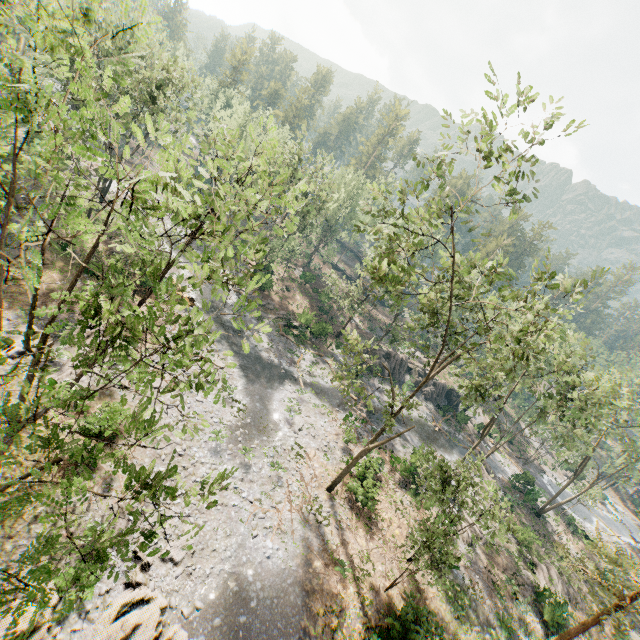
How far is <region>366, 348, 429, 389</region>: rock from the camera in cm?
4469

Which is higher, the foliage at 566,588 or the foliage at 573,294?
the foliage at 573,294

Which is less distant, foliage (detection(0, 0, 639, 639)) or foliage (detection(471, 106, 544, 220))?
foliage (detection(0, 0, 639, 639))

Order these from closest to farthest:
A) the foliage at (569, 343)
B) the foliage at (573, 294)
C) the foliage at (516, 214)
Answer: the foliage at (569, 343) < the foliage at (516, 214) < the foliage at (573, 294)

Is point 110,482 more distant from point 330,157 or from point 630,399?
point 330,157

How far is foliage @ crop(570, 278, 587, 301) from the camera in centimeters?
1452cm

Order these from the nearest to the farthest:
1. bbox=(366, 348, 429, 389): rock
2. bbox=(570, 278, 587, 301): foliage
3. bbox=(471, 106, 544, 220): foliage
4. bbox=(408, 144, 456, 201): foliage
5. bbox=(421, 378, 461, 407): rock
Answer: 1. bbox=(471, 106, 544, 220): foliage
2. bbox=(408, 144, 456, 201): foliage
3. bbox=(570, 278, 587, 301): foliage
4. bbox=(366, 348, 429, 389): rock
5. bbox=(421, 378, 461, 407): rock
